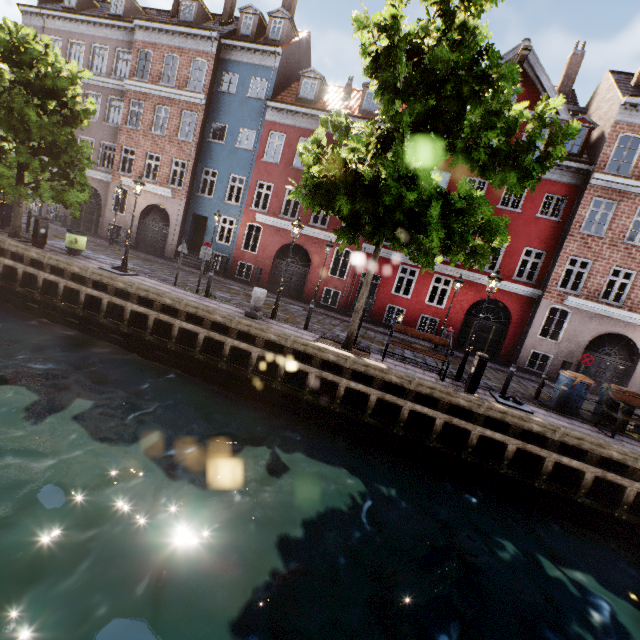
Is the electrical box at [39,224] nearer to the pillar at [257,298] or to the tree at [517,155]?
the tree at [517,155]

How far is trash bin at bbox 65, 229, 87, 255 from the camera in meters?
13.4

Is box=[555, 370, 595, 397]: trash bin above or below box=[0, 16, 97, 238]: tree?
below

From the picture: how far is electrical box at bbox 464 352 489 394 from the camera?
9.42m

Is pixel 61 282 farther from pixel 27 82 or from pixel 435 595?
pixel 435 595

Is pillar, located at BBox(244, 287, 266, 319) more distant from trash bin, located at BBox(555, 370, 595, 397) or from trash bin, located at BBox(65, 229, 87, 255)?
trash bin, located at BBox(555, 370, 595, 397)

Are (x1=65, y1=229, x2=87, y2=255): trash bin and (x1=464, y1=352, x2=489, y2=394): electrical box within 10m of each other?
no

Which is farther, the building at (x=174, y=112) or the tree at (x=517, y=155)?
the building at (x=174, y=112)
